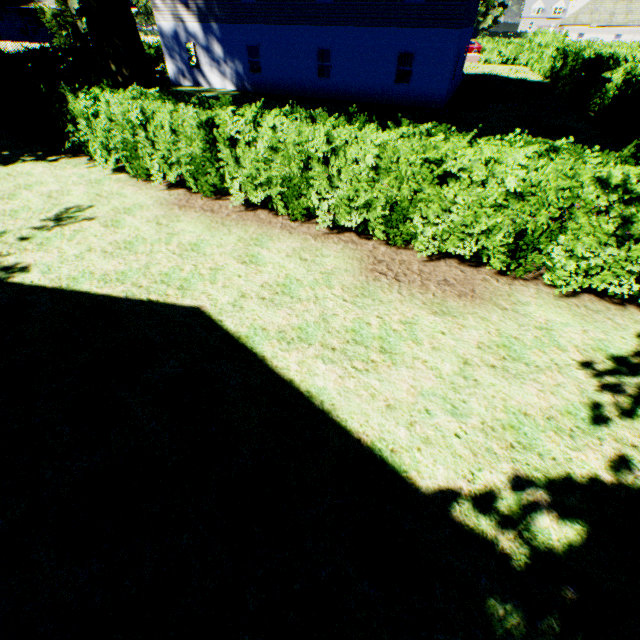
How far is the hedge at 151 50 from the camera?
24.1 meters

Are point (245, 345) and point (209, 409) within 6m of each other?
yes

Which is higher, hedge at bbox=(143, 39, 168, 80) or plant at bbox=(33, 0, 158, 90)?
plant at bbox=(33, 0, 158, 90)

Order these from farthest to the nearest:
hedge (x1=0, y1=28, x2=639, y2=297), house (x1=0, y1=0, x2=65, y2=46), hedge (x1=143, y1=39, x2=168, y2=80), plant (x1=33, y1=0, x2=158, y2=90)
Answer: house (x1=0, y1=0, x2=65, y2=46) < hedge (x1=143, y1=39, x2=168, y2=80) < plant (x1=33, y1=0, x2=158, y2=90) < hedge (x1=0, y1=28, x2=639, y2=297)

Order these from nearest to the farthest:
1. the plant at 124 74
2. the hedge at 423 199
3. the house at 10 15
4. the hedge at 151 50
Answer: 1. the hedge at 423 199
2. the plant at 124 74
3. the hedge at 151 50
4. the house at 10 15

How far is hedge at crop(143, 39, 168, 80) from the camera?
24.1 meters

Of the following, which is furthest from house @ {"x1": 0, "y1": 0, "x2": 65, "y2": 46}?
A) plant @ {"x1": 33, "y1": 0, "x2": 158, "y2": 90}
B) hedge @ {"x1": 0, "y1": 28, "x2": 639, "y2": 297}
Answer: hedge @ {"x1": 0, "y1": 28, "x2": 639, "y2": 297}
